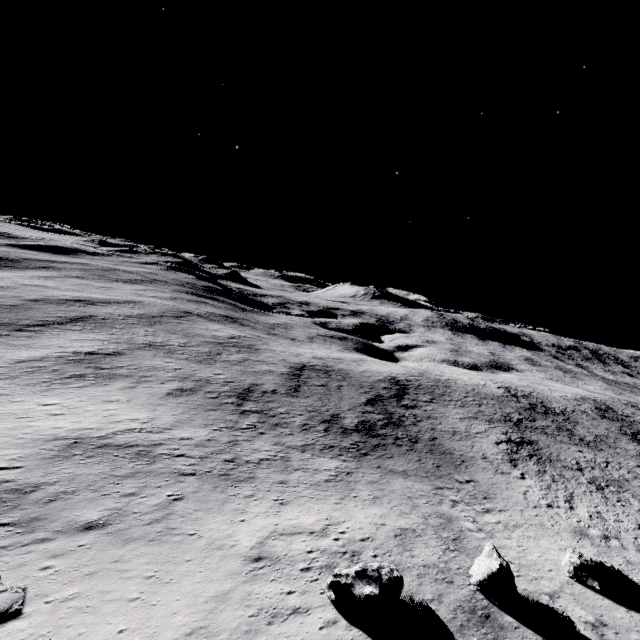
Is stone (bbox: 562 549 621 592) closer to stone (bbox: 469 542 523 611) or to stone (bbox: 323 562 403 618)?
stone (bbox: 469 542 523 611)

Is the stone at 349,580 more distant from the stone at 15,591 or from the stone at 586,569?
the stone at 586,569

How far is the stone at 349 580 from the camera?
13.4 meters

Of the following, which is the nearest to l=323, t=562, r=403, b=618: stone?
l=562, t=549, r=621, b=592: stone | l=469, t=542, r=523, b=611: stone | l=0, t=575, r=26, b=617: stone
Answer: l=469, t=542, r=523, b=611: stone

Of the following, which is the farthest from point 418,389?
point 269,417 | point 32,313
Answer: point 32,313

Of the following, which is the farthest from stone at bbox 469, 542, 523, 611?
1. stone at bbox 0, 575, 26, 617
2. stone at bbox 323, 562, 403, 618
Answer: stone at bbox 0, 575, 26, 617

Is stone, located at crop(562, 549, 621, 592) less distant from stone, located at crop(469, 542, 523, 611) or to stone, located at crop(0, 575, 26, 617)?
stone, located at crop(469, 542, 523, 611)
